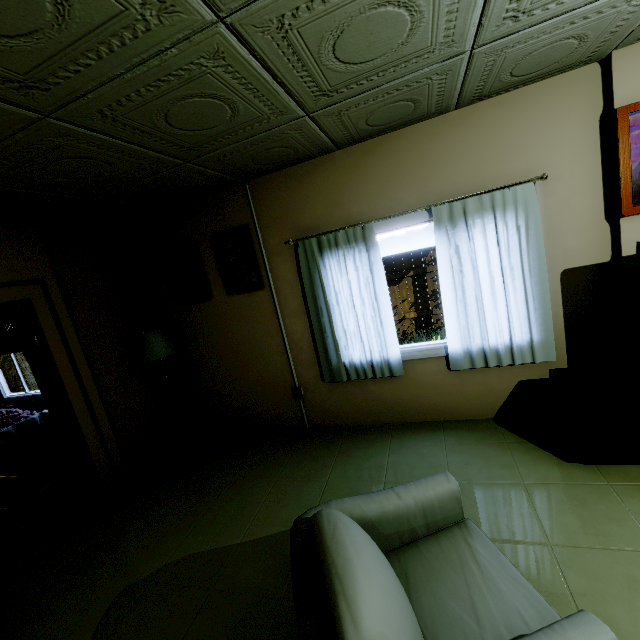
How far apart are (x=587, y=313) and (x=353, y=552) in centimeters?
283cm

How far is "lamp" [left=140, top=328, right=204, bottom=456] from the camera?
3.54m

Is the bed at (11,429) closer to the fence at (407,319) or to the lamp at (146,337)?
the lamp at (146,337)

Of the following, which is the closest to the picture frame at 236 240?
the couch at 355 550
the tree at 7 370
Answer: the couch at 355 550

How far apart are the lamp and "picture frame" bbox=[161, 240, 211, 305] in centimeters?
64cm

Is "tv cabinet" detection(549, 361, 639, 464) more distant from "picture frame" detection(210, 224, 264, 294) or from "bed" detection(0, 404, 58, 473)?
"bed" detection(0, 404, 58, 473)

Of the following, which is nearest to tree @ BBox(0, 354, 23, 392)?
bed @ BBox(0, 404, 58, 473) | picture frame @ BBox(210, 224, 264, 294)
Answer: bed @ BBox(0, 404, 58, 473)

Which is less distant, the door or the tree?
the door
